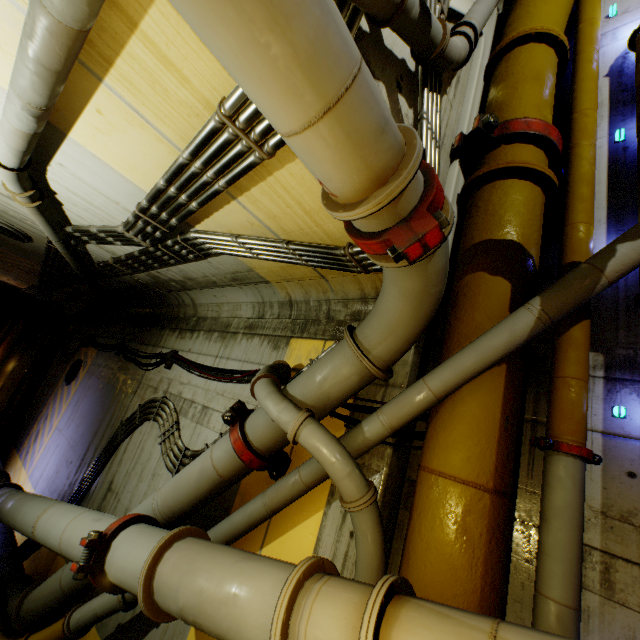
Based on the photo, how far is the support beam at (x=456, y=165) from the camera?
3.65m

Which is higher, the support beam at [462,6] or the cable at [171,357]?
the support beam at [462,6]

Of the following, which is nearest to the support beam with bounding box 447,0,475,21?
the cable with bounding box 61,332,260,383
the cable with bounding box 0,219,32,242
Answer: the cable with bounding box 61,332,260,383

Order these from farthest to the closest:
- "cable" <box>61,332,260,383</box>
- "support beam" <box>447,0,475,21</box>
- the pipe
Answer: "cable" <box>61,332,260,383</box>, "support beam" <box>447,0,475,21</box>, the pipe

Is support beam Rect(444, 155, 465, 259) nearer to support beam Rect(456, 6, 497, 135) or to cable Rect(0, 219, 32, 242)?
support beam Rect(456, 6, 497, 135)

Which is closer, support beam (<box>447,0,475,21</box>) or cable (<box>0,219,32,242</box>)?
support beam (<box>447,0,475,21</box>)

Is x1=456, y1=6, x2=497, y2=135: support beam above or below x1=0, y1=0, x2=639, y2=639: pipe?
above

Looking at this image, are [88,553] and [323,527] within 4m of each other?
yes
